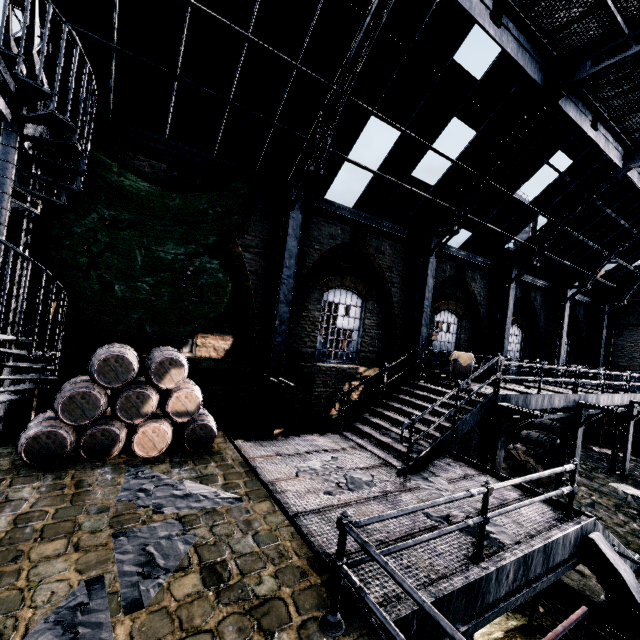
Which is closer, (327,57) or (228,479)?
(228,479)

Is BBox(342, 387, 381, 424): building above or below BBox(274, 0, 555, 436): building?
below

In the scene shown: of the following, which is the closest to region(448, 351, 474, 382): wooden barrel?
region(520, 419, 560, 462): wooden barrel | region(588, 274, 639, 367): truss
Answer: region(520, 419, 560, 462): wooden barrel

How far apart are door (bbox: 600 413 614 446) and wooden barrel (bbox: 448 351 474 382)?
16.3 meters

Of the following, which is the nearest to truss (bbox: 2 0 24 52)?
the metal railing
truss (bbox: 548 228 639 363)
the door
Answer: the metal railing

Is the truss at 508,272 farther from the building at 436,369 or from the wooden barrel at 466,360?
the wooden barrel at 466,360

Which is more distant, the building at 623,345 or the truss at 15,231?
the building at 623,345

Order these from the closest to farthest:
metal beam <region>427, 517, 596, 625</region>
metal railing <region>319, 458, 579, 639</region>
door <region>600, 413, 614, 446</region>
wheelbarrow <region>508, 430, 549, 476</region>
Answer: metal railing <region>319, 458, 579, 639</region>, metal beam <region>427, 517, 596, 625</region>, wheelbarrow <region>508, 430, 549, 476</region>, door <region>600, 413, 614, 446</region>
